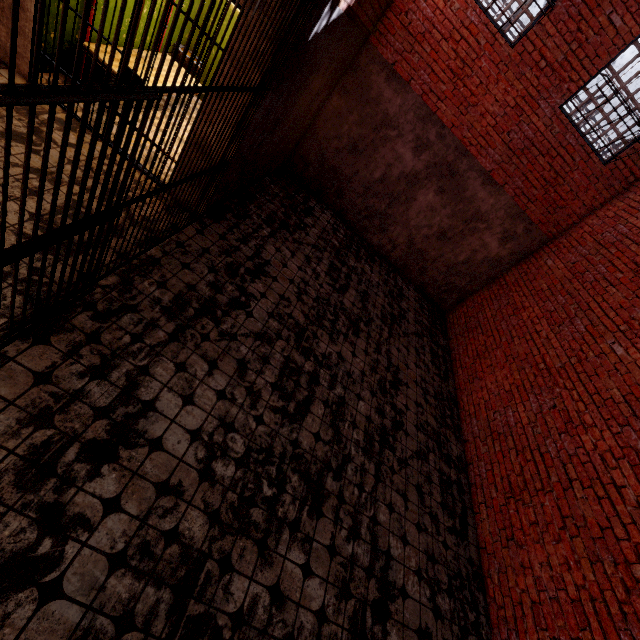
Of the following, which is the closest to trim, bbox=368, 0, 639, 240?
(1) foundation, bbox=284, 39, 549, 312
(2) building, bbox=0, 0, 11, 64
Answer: (1) foundation, bbox=284, 39, 549, 312

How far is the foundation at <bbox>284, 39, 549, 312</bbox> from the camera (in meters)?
6.75

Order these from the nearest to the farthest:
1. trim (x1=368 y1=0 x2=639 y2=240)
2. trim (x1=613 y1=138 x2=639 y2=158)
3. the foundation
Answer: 1. trim (x1=368 y1=0 x2=639 y2=240)
2. trim (x1=613 y1=138 x2=639 y2=158)
3. the foundation

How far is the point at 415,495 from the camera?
4.3 meters

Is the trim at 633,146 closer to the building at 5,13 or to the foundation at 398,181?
the foundation at 398,181

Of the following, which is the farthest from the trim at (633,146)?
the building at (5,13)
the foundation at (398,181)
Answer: the building at (5,13)

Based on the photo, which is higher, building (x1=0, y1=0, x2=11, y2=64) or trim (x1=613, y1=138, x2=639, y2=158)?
trim (x1=613, y1=138, x2=639, y2=158)
